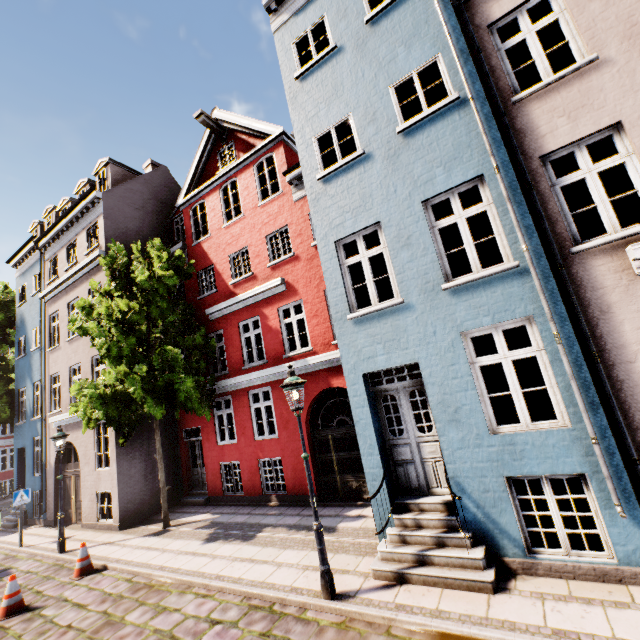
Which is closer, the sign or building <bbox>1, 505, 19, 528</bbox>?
the sign

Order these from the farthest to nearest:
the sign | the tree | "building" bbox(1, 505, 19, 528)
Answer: the tree
"building" bbox(1, 505, 19, 528)
the sign

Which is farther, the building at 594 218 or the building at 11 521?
the building at 11 521

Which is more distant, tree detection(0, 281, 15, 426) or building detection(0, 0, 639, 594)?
tree detection(0, 281, 15, 426)

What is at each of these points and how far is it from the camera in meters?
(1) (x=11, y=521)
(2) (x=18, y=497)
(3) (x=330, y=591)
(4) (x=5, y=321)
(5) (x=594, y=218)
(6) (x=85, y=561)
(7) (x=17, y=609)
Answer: (1) building, 15.2
(2) sign, 11.8
(3) street light, 5.2
(4) tree, 18.3
(5) building, 10.2
(6) traffic cone, 8.4
(7) traffic cone, 7.1

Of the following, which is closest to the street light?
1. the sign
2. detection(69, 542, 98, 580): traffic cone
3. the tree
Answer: detection(69, 542, 98, 580): traffic cone

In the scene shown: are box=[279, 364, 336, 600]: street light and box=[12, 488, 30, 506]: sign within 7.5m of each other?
no

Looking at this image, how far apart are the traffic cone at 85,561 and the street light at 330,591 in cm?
704
